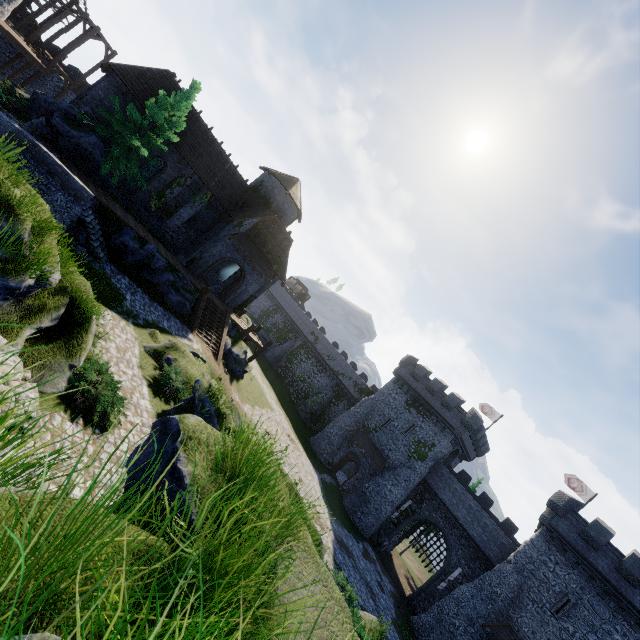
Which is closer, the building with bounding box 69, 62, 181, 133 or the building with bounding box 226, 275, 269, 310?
the building with bounding box 69, 62, 181, 133

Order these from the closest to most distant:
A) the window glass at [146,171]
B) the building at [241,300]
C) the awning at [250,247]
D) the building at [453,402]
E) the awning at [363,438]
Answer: the building at [453,402] < the window glass at [146,171] < the awning at [250,247] < the building at [241,300] < the awning at [363,438]

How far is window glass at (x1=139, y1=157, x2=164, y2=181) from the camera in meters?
25.1

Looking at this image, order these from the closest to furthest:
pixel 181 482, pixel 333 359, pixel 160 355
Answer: pixel 181 482 < pixel 160 355 < pixel 333 359

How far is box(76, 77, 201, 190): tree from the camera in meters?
20.2

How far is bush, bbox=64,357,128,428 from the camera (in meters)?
8.54

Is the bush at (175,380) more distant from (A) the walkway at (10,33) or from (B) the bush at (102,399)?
(A) the walkway at (10,33)

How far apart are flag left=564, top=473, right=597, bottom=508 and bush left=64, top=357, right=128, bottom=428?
42.63m
